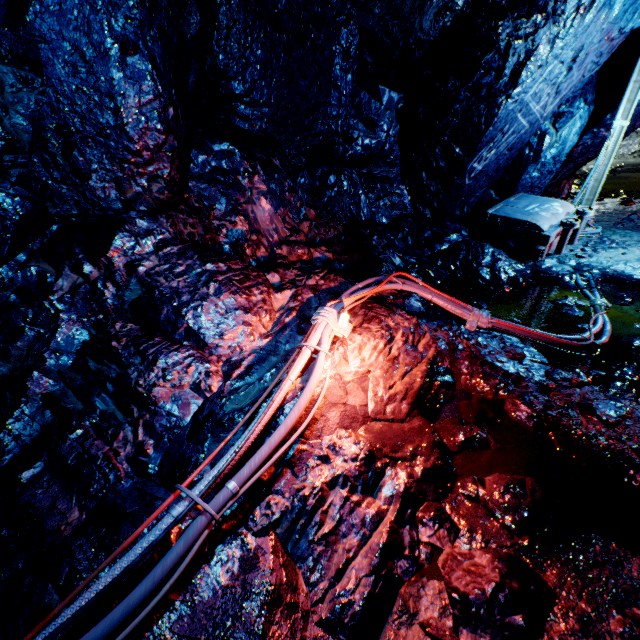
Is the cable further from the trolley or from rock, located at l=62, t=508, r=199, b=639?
the trolley

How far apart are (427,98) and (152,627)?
6.35m

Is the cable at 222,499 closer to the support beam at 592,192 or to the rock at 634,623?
the rock at 634,623

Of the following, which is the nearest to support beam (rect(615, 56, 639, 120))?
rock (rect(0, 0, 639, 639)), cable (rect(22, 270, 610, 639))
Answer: rock (rect(0, 0, 639, 639))

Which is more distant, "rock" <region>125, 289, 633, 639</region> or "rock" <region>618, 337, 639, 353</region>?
"rock" <region>618, 337, 639, 353</region>

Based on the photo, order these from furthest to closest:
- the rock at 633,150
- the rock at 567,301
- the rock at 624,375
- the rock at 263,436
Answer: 1. the rock at 633,150
2. the rock at 567,301
3. the rock at 624,375
4. the rock at 263,436

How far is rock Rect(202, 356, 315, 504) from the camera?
2.1 meters

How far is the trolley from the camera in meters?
5.4
